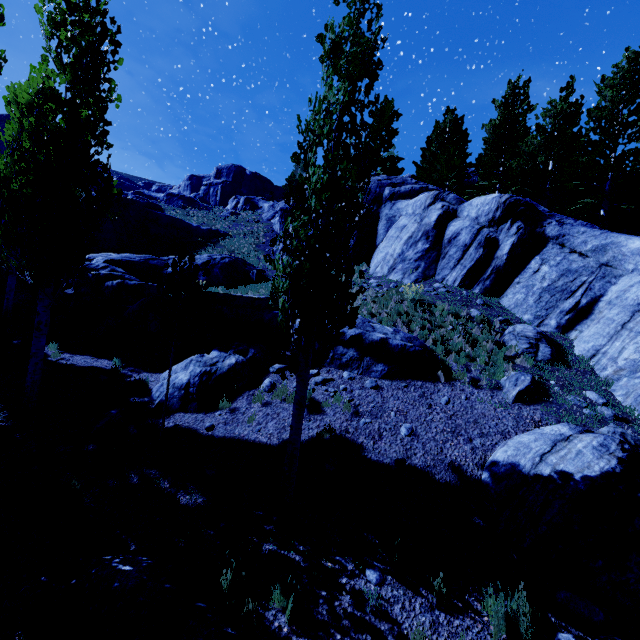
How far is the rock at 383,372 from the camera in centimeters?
903cm

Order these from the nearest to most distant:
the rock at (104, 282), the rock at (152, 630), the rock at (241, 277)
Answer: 1. the rock at (152, 630)
2. the rock at (104, 282)
3. the rock at (241, 277)

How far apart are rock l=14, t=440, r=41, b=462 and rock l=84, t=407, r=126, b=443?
0.8m

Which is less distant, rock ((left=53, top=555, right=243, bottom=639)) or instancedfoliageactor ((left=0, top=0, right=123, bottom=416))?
rock ((left=53, top=555, right=243, bottom=639))

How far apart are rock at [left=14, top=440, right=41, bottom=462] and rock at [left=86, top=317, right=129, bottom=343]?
6.0m

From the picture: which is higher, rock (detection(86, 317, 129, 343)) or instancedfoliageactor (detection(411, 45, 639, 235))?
instancedfoliageactor (detection(411, 45, 639, 235))

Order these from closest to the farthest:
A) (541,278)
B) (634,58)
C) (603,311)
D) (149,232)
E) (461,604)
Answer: (461,604), (603,311), (541,278), (634,58), (149,232)

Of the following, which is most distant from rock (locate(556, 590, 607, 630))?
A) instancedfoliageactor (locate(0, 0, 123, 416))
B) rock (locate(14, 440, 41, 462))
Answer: rock (locate(14, 440, 41, 462))
